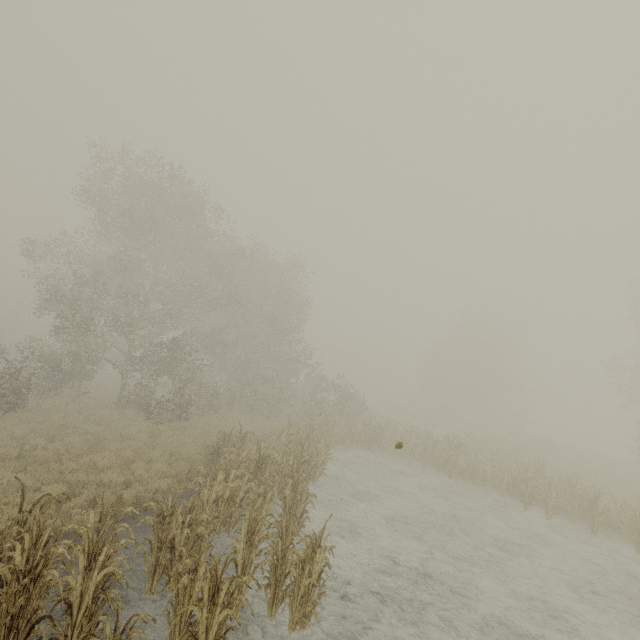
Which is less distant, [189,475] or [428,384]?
[189,475]
